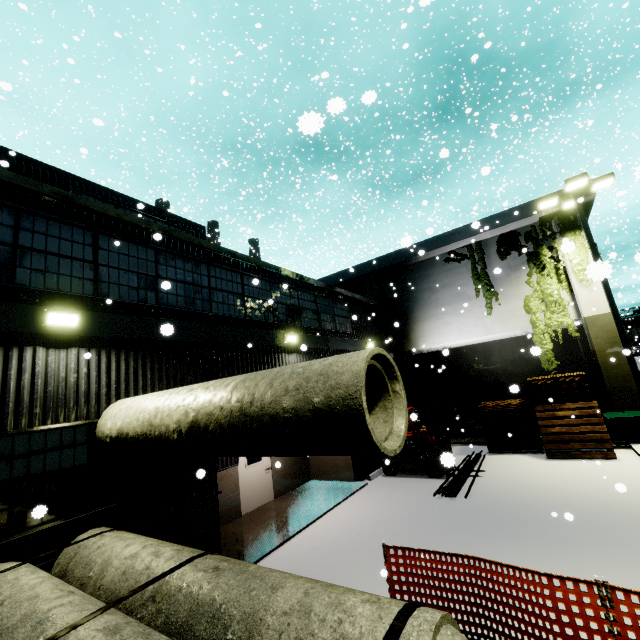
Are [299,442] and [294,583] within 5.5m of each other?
yes

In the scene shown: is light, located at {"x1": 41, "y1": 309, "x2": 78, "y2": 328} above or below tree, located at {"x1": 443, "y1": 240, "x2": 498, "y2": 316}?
below

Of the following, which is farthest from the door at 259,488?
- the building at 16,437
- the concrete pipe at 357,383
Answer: the concrete pipe at 357,383

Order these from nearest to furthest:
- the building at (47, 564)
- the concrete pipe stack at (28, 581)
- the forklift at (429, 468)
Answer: the concrete pipe stack at (28, 581) → the building at (47, 564) → the forklift at (429, 468)

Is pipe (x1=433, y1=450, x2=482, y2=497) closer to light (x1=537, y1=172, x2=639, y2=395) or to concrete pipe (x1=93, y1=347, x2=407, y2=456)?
concrete pipe (x1=93, y1=347, x2=407, y2=456)

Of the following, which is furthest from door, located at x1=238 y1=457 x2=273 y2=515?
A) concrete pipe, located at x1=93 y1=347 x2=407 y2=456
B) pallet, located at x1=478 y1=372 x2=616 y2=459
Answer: pallet, located at x1=478 y1=372 x2=616 y2=459

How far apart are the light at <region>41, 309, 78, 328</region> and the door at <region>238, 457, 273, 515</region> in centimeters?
606cm

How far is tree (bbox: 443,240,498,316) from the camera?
16.3m
